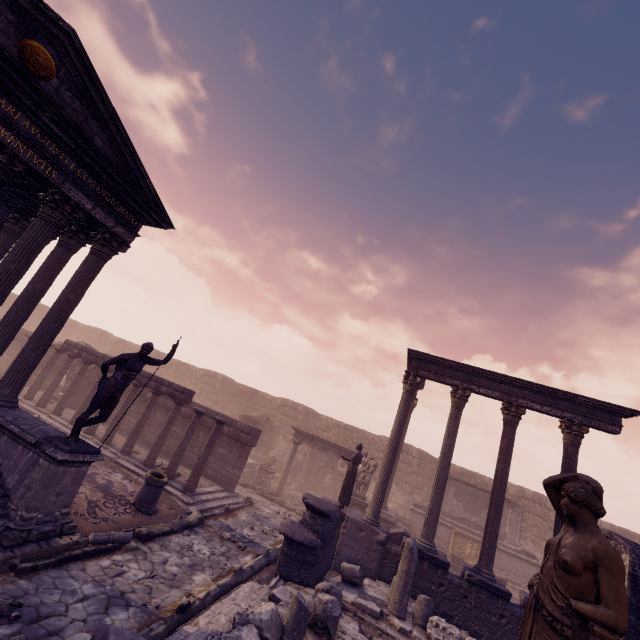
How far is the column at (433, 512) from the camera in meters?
10.6 m

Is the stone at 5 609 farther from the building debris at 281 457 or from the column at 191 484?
the building debris at 281 457

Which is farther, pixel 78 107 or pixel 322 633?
pixel 78 107

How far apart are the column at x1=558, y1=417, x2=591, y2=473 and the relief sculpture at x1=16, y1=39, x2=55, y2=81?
16.78m

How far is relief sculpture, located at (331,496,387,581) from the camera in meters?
10.3 m

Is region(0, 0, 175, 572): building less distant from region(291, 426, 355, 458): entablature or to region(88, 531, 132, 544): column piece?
region(88, 531, 132, 544): column piece

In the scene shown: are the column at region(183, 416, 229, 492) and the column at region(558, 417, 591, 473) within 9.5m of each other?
no

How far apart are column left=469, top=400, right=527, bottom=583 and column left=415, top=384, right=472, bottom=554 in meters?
1.0
